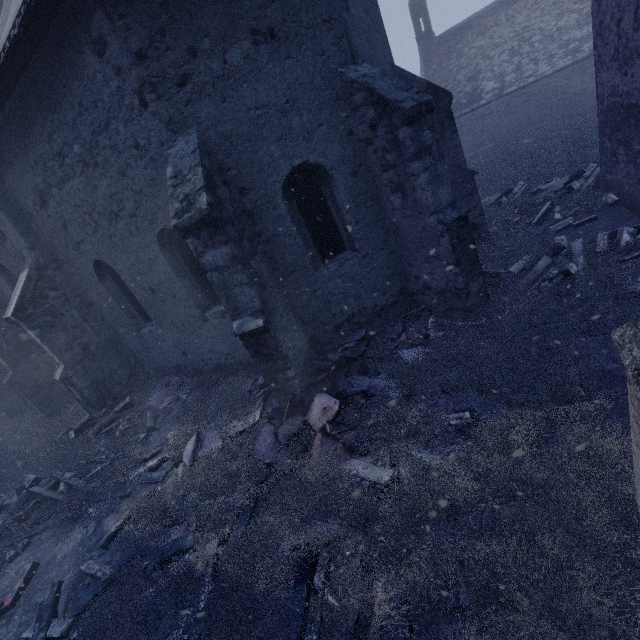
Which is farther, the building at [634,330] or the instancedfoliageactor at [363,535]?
the instancedfoliageactor at [363,535]

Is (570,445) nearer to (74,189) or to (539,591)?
(539,591)

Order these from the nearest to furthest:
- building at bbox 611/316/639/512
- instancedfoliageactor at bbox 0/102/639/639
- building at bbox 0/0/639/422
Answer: building at bbox 611/316/639/512
instancedfoliageactor at bbox 0/102/639/639
building at bbox 0/0/639/422

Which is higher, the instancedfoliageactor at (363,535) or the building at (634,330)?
the building at (634,330)

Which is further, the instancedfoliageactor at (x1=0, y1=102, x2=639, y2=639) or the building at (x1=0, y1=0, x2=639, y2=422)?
the building at (x1=0, y1=0, x2=639, y2=422)

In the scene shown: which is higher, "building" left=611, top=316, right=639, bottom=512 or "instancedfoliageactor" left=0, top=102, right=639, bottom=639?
"building" left=611, top=316, right=639, bottom=512

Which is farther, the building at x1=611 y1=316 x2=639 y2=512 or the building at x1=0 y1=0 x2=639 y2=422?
the building at x1=0 y1=0 x2=639 y2=422
